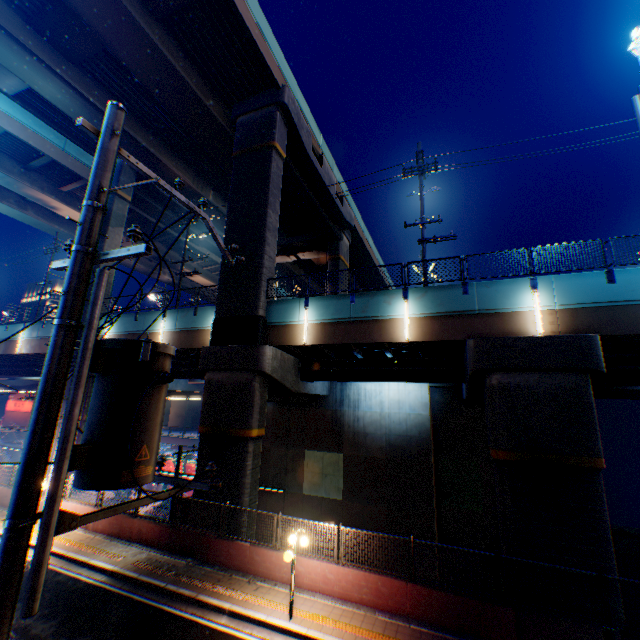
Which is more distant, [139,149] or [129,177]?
[129,177]

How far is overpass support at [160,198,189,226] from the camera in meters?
29.9

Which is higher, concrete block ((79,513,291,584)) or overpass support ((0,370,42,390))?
overpass support ((0,370,42,390))

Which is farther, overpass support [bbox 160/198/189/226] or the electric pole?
overpass support [bbox 160/198/189/226]

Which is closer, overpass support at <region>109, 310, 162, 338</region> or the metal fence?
the metal fence

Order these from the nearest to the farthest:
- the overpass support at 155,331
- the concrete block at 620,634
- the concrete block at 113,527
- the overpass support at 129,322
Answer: the concrete block at 620,634, the concrete block at 113,527, the overpass support at 155,331, the overpass support at 129,322

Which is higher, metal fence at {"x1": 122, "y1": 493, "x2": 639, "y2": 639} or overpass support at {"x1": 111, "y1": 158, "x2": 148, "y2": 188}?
overpass support at {"x1": 111, "y1": 158, "x2": 148, "y2": 188}

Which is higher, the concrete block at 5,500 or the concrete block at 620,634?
the concrete block at 620,634
